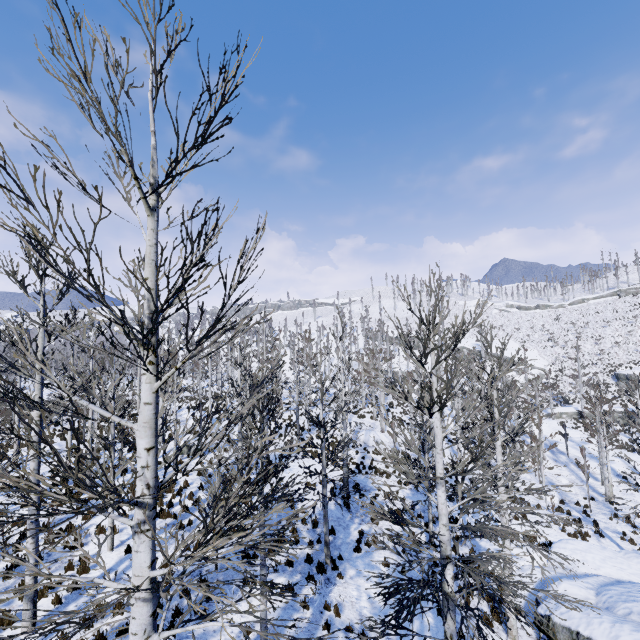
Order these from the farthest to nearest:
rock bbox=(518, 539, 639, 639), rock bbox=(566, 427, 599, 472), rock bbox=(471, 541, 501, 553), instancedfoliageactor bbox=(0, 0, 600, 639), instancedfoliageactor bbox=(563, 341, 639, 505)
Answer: rock bbox=(566, 427, 599, 472), instancedfoliageactor bbox=(563, 341, 639, 505), rock bbox=(471, 541, 501, 553), rock bbox=(518, 539, 639, 639), instancedfoliageactor bbox=(0, 0, 600, 639)

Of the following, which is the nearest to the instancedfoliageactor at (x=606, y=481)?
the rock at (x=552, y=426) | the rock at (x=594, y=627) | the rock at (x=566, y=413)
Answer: the rock at (x=594, y=627)

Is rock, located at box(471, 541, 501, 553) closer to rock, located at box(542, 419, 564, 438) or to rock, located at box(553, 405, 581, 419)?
rock, located at box(542, 419, 564, 438)

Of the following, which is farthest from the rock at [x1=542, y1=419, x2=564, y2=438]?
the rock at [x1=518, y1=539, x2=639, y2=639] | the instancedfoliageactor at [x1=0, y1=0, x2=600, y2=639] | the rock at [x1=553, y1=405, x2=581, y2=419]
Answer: the rock at [x1=518, y1=539, x2=639, y2=639]

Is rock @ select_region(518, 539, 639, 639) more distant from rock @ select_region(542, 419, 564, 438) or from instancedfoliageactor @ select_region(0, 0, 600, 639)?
rock @ select_region(542, 419, 564, 438)

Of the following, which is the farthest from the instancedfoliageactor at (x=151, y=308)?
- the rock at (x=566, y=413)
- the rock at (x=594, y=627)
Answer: the rock at (x=566, y=413)

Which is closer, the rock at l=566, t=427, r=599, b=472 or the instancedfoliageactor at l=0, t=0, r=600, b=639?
the instancedfoliageactor at l=0, t=0, r=600, b=639

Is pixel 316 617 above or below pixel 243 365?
below
